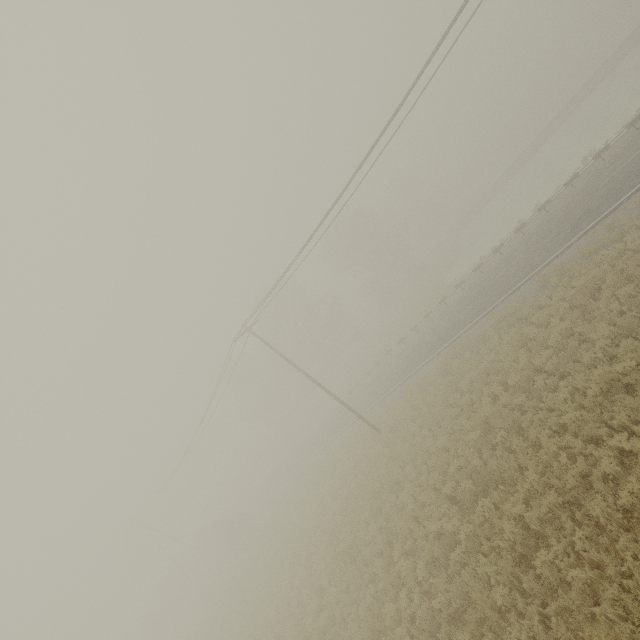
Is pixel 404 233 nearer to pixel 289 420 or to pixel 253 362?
pixel 253 362

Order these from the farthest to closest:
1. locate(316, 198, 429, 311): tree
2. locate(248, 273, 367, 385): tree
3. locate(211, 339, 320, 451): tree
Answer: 1. locate(211, 339, 320, 451): tree
2. locate(248, 273, 367, 385): tree
3. locate(316, 198, 429, 311): tree

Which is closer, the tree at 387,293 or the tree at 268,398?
the tree at 387,293

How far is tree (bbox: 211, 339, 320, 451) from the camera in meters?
52.6

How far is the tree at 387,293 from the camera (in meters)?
44.78

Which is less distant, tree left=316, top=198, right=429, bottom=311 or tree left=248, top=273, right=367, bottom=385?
tree left=316, top=198, right=429, bottom=311

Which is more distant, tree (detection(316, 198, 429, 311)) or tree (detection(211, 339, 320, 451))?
tree (detection(211, 339, 320, 451))
